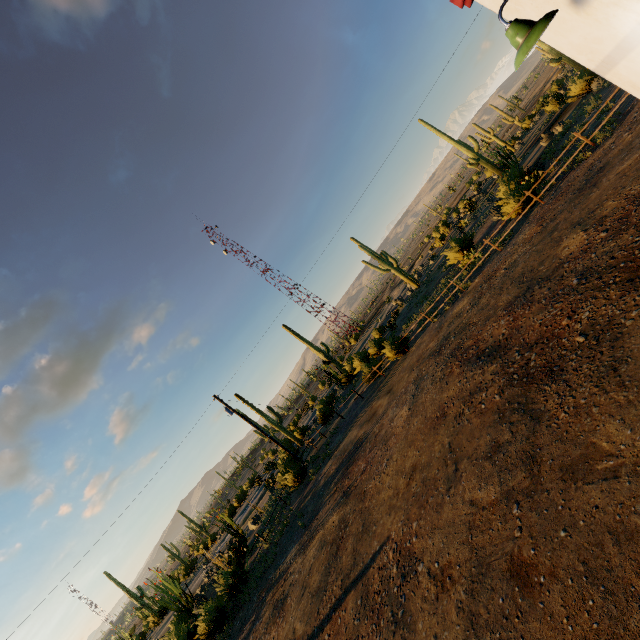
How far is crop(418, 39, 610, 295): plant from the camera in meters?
19.1 m

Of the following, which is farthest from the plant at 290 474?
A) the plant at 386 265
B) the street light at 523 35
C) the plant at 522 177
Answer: the plant at 522 177

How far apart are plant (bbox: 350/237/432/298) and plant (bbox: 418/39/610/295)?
5.5 meters

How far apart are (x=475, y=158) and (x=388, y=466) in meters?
31.3 m

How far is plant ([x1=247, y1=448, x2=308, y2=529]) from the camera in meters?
21.3

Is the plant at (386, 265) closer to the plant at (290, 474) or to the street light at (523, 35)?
the plant at (290, 474)

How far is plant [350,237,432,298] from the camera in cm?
3538

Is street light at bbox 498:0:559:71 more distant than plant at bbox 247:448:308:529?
No
